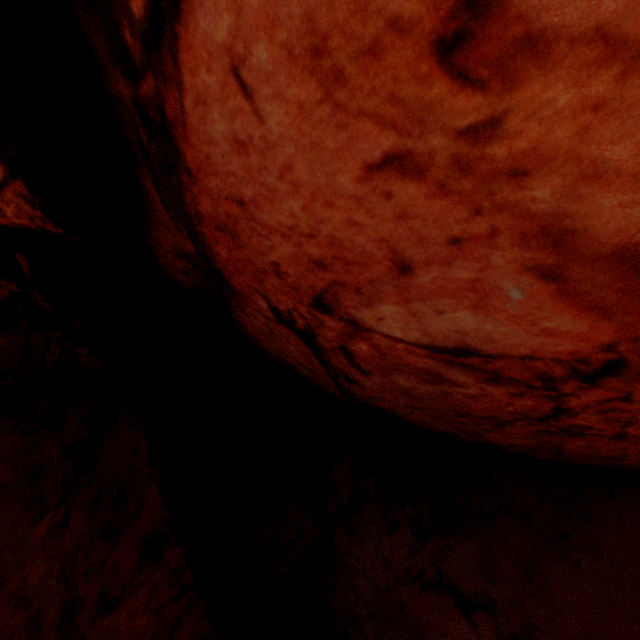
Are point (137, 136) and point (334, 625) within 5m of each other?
no
